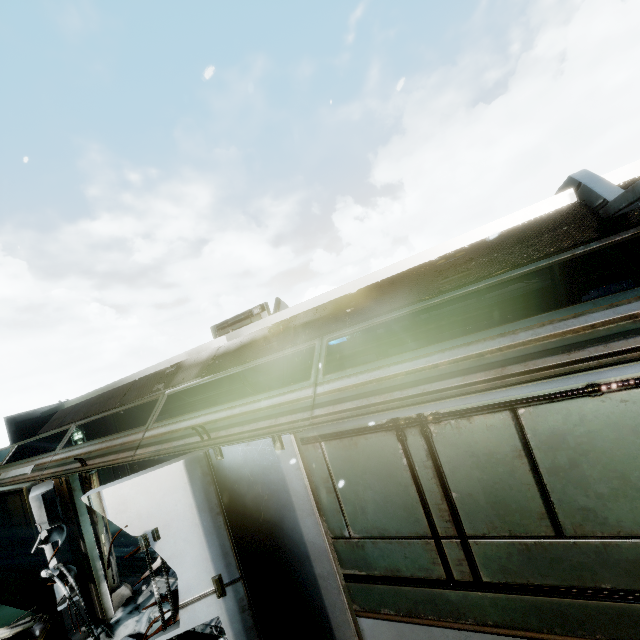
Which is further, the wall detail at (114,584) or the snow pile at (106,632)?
the wall detail at (114,584)

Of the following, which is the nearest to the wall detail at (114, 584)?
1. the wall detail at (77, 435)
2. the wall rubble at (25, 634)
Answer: the wall rubble at (25, 634)

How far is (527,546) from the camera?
2.5m

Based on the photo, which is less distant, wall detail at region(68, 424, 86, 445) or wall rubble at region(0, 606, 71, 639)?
wall rubble at region(0, 606, 71, 639)

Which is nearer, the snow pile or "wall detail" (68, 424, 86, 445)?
the snow pile

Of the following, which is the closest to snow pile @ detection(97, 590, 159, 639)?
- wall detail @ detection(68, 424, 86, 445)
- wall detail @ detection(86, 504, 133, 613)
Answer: wall detail @ detection(86, 504, 133, 613)

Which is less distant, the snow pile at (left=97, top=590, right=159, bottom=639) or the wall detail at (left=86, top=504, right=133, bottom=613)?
the snow pile at (left=97, top=590, right=159, bottom=639)

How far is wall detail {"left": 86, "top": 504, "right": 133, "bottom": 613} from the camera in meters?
6.0 m
